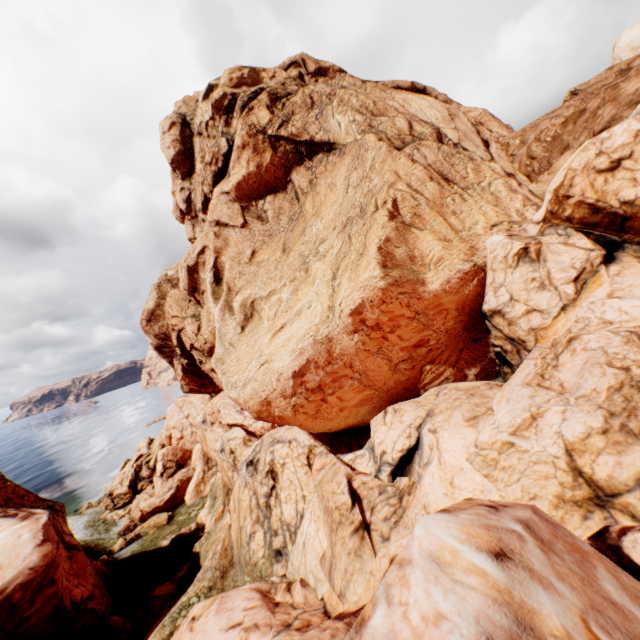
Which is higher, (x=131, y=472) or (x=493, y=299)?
(x=493, y=299)
